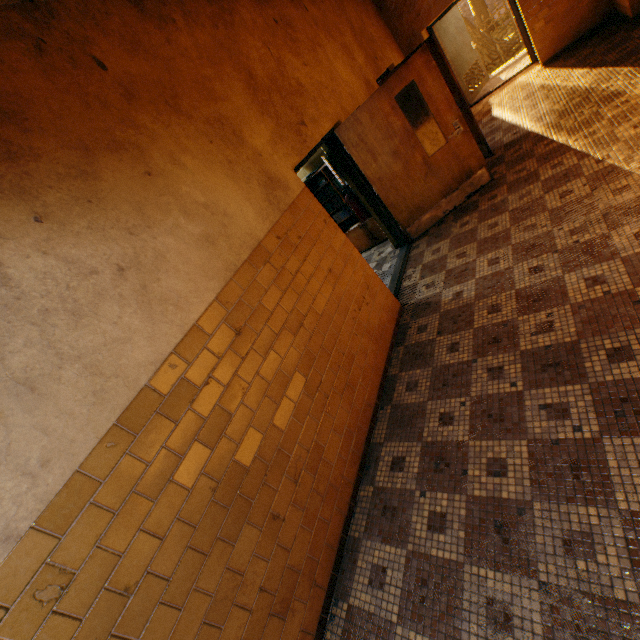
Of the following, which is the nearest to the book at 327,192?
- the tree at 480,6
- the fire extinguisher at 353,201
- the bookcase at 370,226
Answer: the bookcase at 370,226

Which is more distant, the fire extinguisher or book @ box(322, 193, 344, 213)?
book @ box(322, 193, 344, 213)

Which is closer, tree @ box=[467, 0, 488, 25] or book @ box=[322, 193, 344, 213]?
book @ box=[322, 193, 344, 213]

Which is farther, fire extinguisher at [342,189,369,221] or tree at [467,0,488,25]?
tree at [467,0,488,25]

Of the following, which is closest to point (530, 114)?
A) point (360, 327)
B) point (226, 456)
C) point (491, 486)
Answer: point (360, 327)

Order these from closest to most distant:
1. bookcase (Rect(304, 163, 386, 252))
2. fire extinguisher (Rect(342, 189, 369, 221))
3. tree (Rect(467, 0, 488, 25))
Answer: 1. fire extinguisher (Rect(342, 189, 369, 221))
2. bookcase (Rect(304, 163, 386, 252))
3. tree (Rect(467, 0, 488, 25))

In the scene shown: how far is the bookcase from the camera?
5.89m

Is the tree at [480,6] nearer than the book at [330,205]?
No
